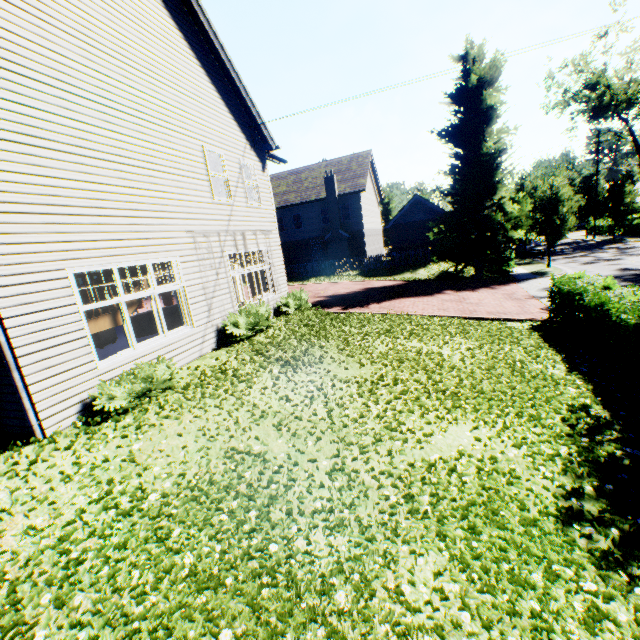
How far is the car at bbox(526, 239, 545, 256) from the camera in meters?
29.9 m

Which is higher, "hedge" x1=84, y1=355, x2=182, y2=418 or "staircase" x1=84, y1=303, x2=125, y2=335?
"staircase" x1=84, y1=303, x2=125, y2=335

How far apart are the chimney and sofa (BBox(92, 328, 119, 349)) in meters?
21.6

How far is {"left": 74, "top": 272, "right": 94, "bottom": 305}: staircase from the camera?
6.5 meters

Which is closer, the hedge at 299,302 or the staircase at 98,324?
the staircase at 98,324

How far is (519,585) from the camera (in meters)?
3.18

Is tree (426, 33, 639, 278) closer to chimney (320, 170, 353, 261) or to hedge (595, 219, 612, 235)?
hedge (595, 219, 612, 235)

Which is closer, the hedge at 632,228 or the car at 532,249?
the car at 532,249
